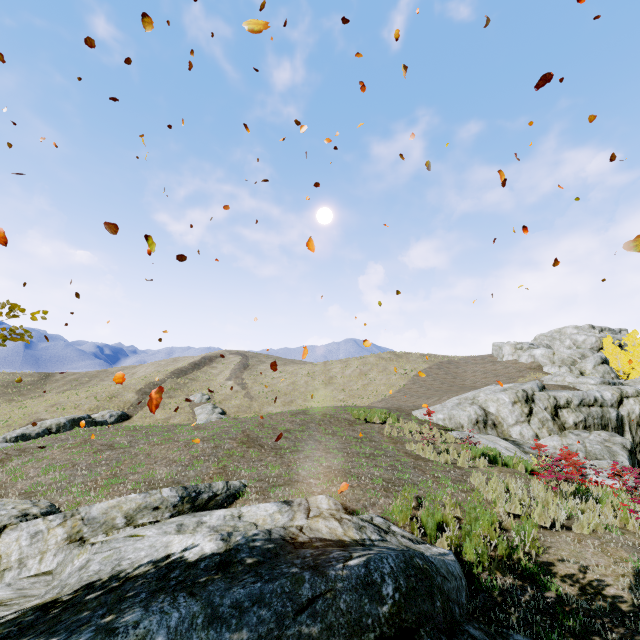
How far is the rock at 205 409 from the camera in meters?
32.7

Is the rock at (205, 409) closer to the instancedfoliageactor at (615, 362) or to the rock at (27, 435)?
the rock at (27, 435)

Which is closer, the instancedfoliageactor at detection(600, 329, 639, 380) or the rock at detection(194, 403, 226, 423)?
the rock at detection(194, 403, 226, 423)

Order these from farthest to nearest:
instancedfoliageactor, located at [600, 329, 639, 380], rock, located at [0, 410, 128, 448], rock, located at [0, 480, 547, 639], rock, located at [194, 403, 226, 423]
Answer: instancedfoliageactor, located at [600, 329, 639, 380] → rock, located at [194, 403, 226, 423] → rock, located at [0, 410, 128, 448] → rock, located at [0, 480, 547, 639]

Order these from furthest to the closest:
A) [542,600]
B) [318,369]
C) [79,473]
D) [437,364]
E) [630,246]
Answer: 1. [318,369]
2. [437,364]
3. [79,473]
4. [542,600]
5. [630,246]

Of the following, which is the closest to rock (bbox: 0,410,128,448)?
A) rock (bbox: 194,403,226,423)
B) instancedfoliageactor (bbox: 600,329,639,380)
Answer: rock (bbox: 194,403,226,423)

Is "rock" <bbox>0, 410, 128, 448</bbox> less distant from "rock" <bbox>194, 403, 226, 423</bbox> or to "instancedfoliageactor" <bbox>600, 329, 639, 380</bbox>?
"rock" <bbox>194, 403, 226, 423</bbox>
